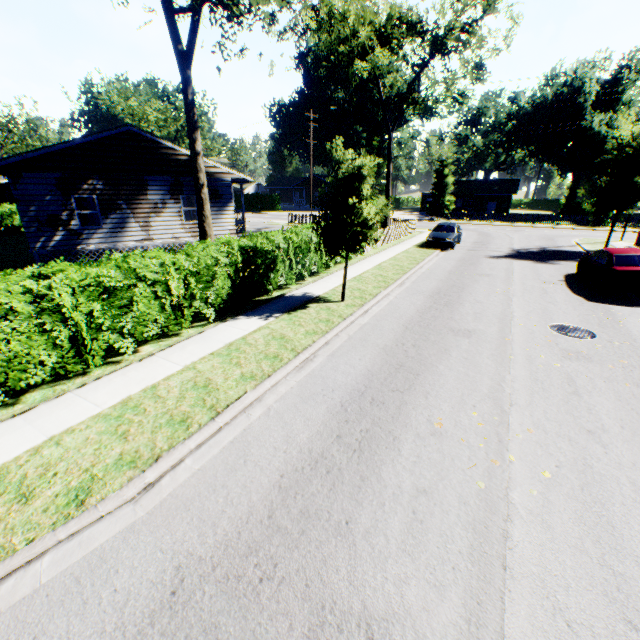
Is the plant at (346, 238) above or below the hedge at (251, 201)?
above

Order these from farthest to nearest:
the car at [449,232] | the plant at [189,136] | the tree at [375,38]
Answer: the tree at [375,38] < the car at [449,232] < the plant at [189,136]

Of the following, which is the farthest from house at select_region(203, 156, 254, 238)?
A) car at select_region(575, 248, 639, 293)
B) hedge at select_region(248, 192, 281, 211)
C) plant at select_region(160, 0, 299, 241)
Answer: hedge at select_region(248, 192, 281, 211)

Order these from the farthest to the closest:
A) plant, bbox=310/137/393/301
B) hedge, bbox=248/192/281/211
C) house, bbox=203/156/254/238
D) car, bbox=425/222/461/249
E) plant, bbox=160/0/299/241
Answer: hedge, bbox=248/192/281/211
car, bbox=425/222/461/249
house, bbox=203/156/254/238
plant, bbox=160/0/299/241
plant, bbox=310/137/393/301

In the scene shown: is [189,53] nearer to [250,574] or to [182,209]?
[182,209]

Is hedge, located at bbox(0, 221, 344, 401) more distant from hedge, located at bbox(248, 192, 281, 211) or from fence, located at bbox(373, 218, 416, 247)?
hedge, located at bbox(248, 192, 281, 211)

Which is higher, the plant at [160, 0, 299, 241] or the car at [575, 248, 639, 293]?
the plant at [160, 0, 299, 241]

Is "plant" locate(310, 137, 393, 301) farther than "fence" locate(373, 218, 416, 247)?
No
